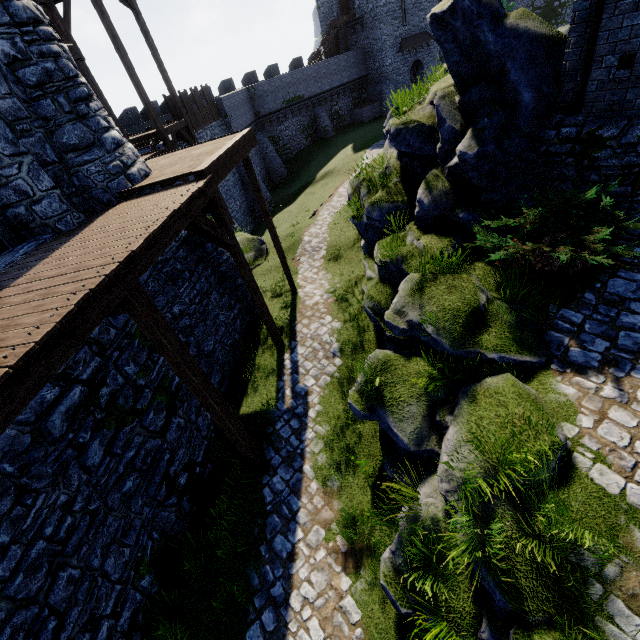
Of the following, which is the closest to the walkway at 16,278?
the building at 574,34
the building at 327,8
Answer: the building at 574,34

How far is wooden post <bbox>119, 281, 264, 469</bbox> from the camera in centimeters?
486cm

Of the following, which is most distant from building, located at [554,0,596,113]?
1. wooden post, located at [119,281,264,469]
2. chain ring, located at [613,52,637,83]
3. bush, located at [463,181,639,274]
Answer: wooden post, located at [119,281,264,469]

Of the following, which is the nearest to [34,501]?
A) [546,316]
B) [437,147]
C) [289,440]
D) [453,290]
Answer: [289,440]

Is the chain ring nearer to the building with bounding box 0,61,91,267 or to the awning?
the building with bounding box 0,61,91,267

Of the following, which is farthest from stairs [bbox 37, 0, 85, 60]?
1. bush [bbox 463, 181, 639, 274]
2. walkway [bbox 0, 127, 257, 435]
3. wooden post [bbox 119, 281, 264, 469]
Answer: bush [bbox 463, 181, 639, 274]

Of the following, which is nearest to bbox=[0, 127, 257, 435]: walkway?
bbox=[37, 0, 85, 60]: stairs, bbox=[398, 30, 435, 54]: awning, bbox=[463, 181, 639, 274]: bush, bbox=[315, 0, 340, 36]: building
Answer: bbox=[37, 0, 85, 60]: stairs

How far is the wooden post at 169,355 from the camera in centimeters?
486cm
